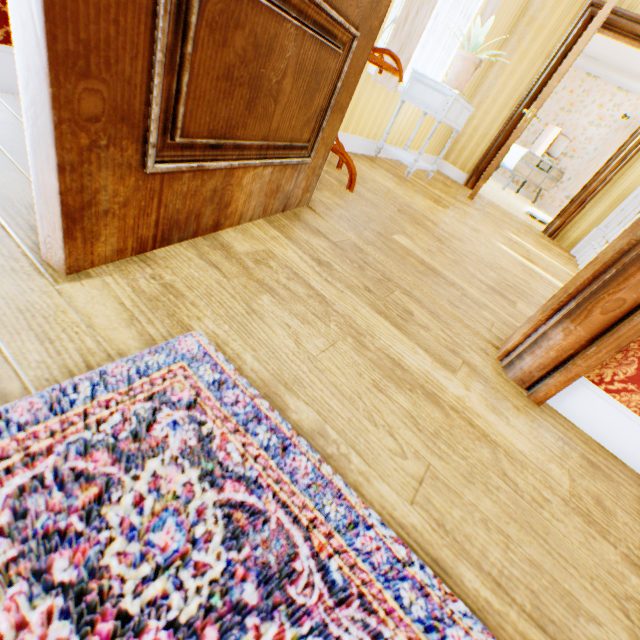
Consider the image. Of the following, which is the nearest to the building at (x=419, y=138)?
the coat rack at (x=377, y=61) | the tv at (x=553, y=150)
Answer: the coat rack at (x=377, y=61)

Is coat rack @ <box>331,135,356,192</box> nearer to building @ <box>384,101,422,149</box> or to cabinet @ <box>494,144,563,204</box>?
building @ <box>384,101,422,149</box>

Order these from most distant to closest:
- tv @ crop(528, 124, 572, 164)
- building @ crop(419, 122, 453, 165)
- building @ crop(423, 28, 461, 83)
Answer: tv @ crop(528, 124, 572, 164), building @ crop(419, 122, 453, 165), building @ crop(423, 28, 461, 83)

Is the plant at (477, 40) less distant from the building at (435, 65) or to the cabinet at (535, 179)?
the building at (435, 65)

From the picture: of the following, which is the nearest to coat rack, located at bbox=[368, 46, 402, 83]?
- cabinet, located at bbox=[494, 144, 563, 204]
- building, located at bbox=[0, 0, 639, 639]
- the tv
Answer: building, located at bbox=[0, 0, 639, 639]

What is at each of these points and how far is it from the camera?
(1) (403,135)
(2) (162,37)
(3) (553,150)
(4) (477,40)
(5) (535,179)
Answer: (1) building, 4.11m
(2) childactor, 0.61m
(3) tv, 7.89m
(4) plant, 2.88m
(5) cabinet, 8.34m

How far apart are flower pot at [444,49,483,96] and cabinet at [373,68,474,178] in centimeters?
1cm

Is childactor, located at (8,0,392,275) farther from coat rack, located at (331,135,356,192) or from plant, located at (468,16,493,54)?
plant, located at (468,16,493,54)
